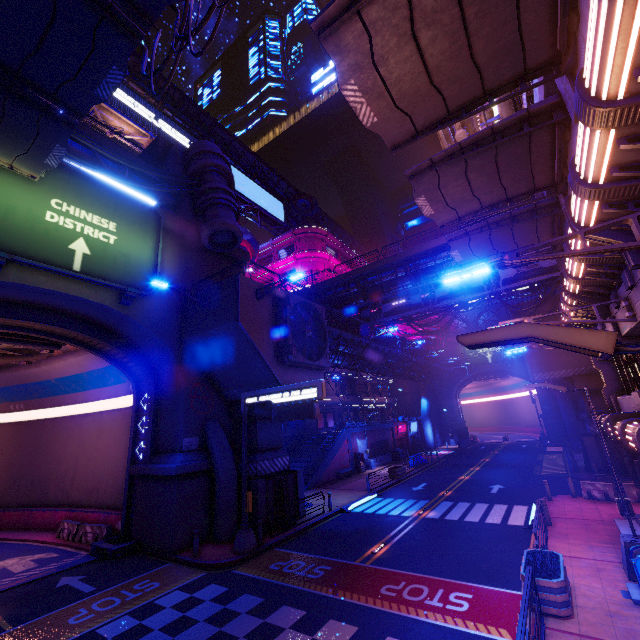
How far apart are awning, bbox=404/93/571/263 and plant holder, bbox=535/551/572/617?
11.49m

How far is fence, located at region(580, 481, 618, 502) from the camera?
17.6m

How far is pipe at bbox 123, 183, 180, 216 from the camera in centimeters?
1942cm

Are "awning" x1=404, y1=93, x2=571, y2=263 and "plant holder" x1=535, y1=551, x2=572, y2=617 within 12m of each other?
yes

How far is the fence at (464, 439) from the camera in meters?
51.4

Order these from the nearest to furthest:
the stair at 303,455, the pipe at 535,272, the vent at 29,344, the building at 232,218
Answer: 1. the vent at 29,344
2. the building at 232,218
3. the pipe at 535,272
4. the stair at 303,455

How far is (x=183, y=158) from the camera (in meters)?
23.27

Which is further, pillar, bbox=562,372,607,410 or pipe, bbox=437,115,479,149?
pillar, bbox=562,372,607,410
